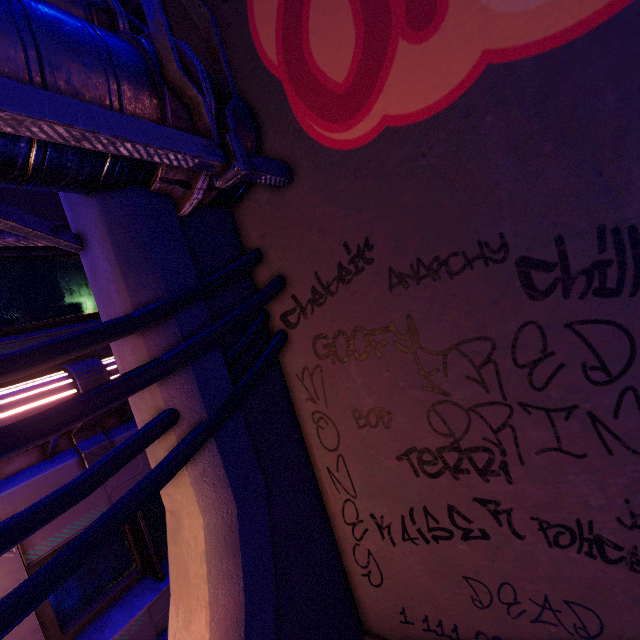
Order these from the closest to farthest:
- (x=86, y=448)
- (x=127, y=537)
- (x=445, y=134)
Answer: (x=445, y=134)
(x=86, y=448)
(x=127, y=537)

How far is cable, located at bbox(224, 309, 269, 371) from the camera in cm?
371

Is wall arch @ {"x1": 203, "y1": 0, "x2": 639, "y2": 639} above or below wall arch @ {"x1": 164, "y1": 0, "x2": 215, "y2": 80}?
below

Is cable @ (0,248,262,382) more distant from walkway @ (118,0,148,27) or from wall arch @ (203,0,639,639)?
walkway @ (118,0,148,27)

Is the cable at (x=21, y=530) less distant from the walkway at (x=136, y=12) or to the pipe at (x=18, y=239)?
the pipe at (x=18, y=239)

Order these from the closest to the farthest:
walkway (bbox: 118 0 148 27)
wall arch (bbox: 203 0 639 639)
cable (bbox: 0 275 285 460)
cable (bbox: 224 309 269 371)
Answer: cable (bbox: 0 275 285 460)
wall arch (bbox: 203 0 639 639)
cable (bbox: 224 309 269 371)
walkway (bbox: 118 0 148 27)

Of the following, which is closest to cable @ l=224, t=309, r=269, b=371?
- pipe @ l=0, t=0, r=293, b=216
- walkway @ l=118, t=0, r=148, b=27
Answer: pipe @ l=0, t=0, r=293, b=216

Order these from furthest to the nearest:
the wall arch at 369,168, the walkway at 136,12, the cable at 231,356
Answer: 1. the walkway at 136,12
2. the cable at 231,356
3. the wall arch at 369,168
